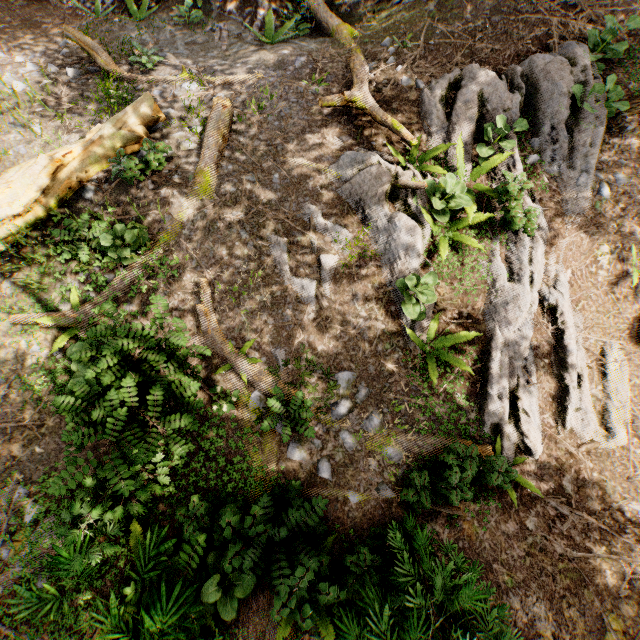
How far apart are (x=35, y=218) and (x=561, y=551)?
12.0 meters

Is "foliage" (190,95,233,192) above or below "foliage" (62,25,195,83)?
below

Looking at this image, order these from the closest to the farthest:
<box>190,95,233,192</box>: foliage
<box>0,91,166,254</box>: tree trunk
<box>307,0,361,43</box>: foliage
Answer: <box>0,91,166,254</box>: tree trunk, <box>190,95,233,192</box>: foliage, <box>307,0,361,43</box>: foliage

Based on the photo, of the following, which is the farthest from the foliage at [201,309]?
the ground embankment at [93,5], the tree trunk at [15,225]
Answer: the tree trunk at [15,225]

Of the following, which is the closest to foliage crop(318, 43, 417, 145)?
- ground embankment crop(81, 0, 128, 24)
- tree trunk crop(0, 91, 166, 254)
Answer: ground embankment crop(81, 0, 128, 24)

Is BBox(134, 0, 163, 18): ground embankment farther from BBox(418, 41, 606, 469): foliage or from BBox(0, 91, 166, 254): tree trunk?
BBox(0, 91, 166, 254): tree trunk

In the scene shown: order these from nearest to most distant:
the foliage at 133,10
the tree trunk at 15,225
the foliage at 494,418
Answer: the foliage at 494,418, the tree trunk at 15,225, the foliage at 133,10

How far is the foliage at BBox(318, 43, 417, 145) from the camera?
6.9 meters
